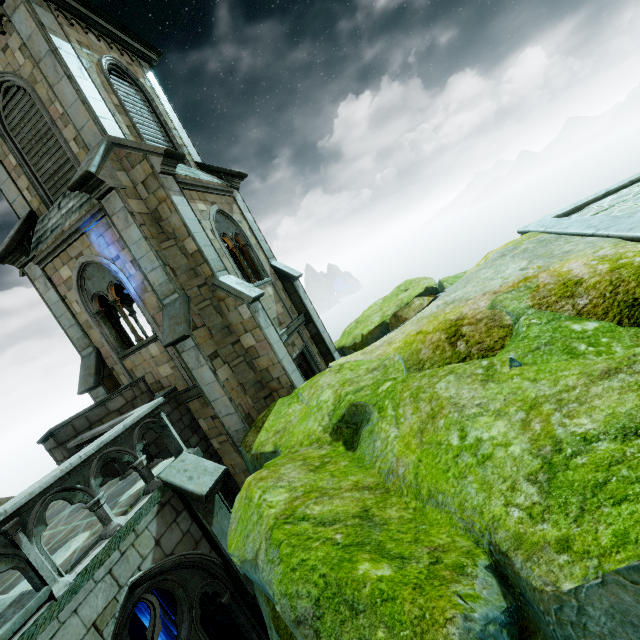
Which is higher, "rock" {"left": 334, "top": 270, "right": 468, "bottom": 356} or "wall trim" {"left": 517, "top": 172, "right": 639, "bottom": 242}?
"wall trim" {"left": 517, "top": 172, "right": 639, "bottom": 242}

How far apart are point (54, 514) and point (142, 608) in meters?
2.9

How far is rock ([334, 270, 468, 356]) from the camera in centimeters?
1268cm

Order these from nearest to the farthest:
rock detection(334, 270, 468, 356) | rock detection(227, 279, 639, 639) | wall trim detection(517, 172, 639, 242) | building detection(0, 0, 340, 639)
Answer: rock detection(227, 279, 639, 639) < building detection(0, 0, 340, 639) < wall trim detection(517, 172, 639, 242) < rock detection(334, 270, 468, 356)

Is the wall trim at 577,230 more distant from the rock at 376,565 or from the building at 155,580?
the building at 155,580

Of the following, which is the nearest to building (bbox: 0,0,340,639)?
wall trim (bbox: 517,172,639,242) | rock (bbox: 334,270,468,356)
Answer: rock (bbox: 334,270,468,356)
